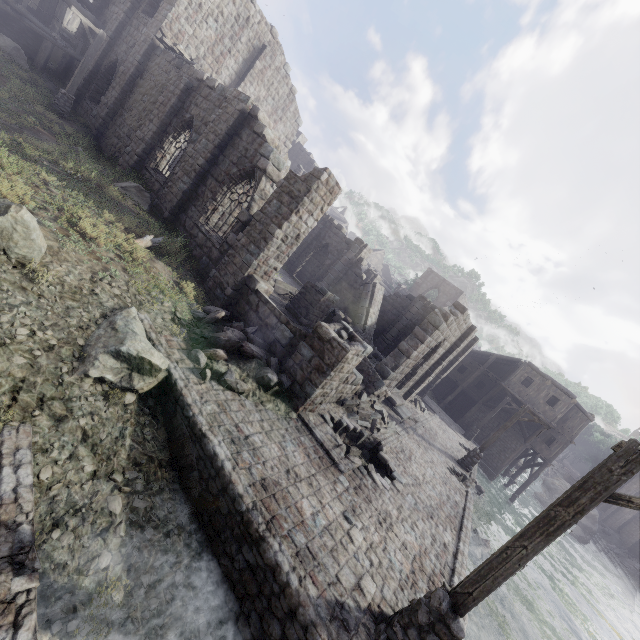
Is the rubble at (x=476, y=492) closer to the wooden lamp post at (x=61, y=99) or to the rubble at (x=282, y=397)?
the rubble at (x=282, y=397)

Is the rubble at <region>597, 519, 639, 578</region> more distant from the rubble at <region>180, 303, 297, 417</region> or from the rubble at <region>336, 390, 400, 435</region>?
the rubble at <region>180, 303, 297, 417</region>

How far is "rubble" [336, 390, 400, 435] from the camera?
12.14m

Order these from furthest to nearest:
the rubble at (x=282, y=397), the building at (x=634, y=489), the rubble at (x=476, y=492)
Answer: the building at (x=634, y=489) → the rubble at (x=476, y=492) → the rubble at (x=282, y=397)

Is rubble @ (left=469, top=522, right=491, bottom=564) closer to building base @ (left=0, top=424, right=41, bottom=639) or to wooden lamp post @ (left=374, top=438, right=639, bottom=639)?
building base @ (left=0, top=424, right=41, bottom=639)

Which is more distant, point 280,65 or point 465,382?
point 465,382

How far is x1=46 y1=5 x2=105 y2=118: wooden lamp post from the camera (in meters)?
Result: 15.86

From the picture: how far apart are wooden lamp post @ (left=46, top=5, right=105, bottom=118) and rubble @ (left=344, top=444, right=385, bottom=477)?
21.1 meters
